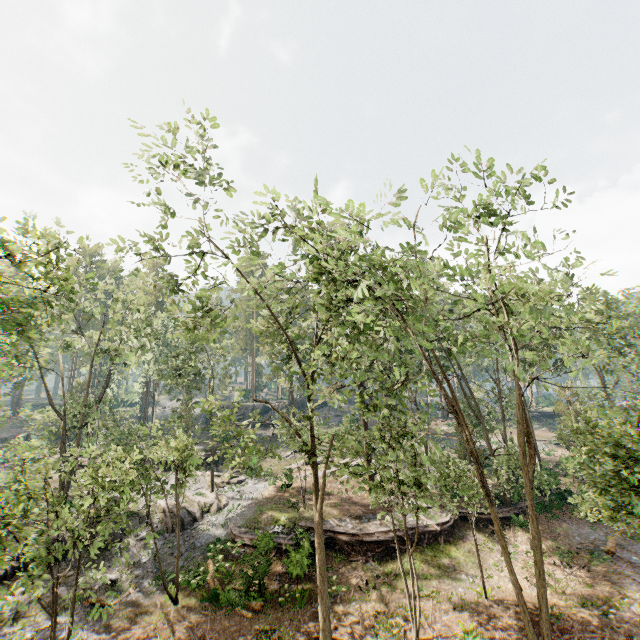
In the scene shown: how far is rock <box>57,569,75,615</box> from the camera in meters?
17.1

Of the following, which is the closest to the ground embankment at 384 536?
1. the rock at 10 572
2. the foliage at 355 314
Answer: the foliage at 355 314

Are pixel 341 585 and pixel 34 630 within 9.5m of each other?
no

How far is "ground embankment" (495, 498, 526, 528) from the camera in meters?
23.5 m

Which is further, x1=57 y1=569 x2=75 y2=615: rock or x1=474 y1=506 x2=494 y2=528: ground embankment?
x1=474 y1=506 x2=494 y2=528: ground embankment

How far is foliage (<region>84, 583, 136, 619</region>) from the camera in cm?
986

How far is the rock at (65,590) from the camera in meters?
17.1
